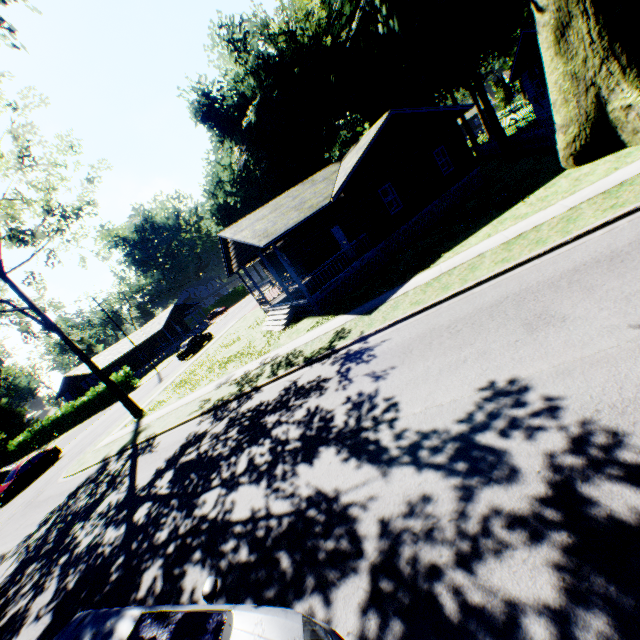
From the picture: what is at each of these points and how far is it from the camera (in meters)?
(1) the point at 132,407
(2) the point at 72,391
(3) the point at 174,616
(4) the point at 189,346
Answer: (1) tree, 21.91
(2) house, 49.66
(3) car, 3.38
(4) car, 33.41

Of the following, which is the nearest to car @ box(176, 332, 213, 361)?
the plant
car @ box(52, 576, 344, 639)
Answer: the plant

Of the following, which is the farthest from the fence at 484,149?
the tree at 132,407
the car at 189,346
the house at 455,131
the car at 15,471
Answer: the car at 15,471

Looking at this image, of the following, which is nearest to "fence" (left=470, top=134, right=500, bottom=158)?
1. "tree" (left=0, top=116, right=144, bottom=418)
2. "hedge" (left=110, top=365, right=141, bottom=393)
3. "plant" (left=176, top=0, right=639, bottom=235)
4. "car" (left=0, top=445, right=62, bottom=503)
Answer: "plant" (left=176, top=0, right=639, bottom=235)

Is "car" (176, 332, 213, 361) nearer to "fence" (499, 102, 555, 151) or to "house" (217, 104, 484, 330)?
"house" (217, 104, 484, 330)

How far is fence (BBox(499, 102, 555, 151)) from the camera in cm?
1832

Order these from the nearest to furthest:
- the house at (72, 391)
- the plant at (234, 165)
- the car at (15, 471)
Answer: the plant at (234, 165)
the car at (15, 471)
the house at (72, 391)

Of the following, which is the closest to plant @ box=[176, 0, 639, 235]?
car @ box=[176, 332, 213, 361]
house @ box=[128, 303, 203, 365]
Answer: car @ box=[176, 332, 213, 361]
